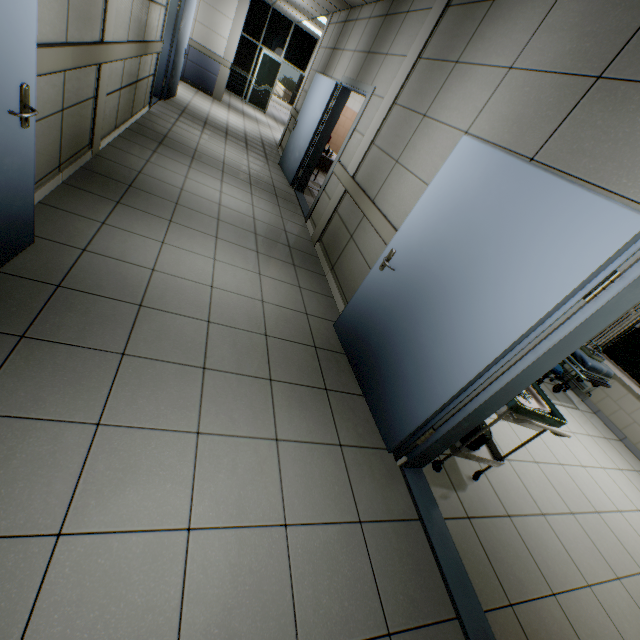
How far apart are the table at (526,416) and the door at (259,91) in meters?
14.3 m

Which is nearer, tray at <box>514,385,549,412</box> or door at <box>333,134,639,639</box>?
door at <box>333,134,639,639</box>

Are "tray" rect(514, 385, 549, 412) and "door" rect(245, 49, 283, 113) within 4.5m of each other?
no

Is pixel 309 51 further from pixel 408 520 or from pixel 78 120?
pixel 408 520

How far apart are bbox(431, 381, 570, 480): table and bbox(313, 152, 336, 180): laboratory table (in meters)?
5.43

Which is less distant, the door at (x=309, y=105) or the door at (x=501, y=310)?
the door at (x=501, y=310)

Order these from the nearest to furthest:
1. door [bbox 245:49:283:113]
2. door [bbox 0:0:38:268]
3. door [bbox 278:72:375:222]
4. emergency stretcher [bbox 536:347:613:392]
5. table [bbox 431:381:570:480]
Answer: door [bbox 0:0:38:268], table [bbox 431:381:570:480], emergency stretcher [bbox 536:347:613:392], door [bbox 278:72:375:222], door [bbox 245:49:283:113]

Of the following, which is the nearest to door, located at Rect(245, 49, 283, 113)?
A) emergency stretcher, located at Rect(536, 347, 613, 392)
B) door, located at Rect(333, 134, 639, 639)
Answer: emergency stretcher, located at Rect(536, 347, 613, 392)
